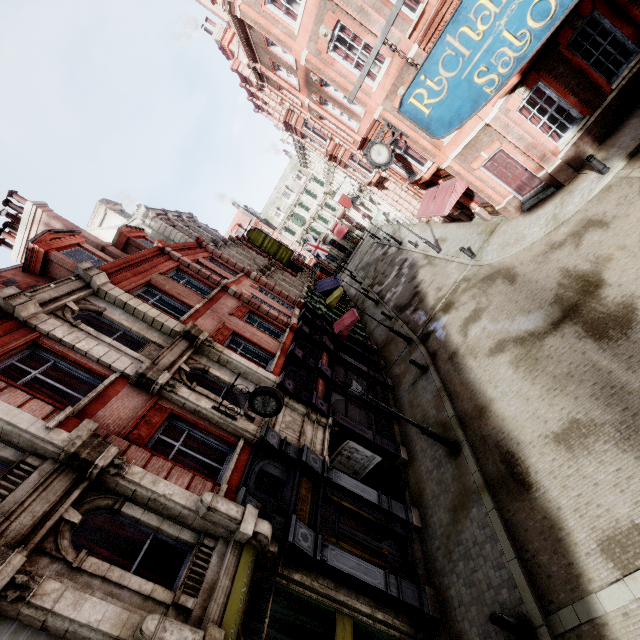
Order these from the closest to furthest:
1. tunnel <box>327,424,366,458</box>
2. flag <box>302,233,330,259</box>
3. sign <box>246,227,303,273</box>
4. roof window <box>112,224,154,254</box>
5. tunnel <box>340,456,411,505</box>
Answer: tunnel <box>340,456,411,505</box>
tunnel <box>327,424,366,458</box>
roof window <box>112,224,154,254</box>
sign <box>246,227,303,273</box>
flag <box>302,233,330,259</box>

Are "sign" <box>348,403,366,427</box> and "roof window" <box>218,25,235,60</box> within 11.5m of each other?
no

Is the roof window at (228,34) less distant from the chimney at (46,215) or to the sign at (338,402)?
the chimney at (46,215)

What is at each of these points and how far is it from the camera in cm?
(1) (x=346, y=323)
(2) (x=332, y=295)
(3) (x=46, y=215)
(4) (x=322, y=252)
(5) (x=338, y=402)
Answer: (1) awning, 2005
(2) awning, 2916
(3) chimney, 1539
(4) flag, 3859
(5) sign, 1432

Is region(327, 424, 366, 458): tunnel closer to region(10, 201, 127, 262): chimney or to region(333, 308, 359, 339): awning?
region(333, 308, 359, 339): awning

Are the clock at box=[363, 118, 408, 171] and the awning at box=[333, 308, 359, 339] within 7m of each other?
no

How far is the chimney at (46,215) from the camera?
15.3 meters

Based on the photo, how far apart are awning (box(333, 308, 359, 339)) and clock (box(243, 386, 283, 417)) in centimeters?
1053cm
